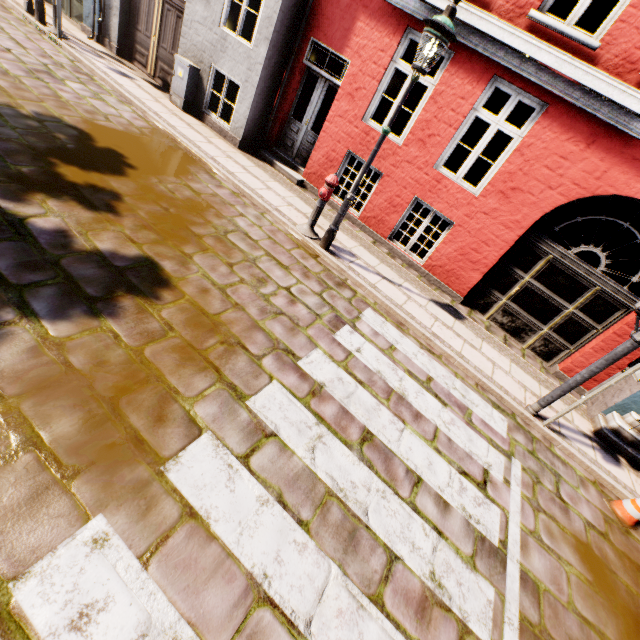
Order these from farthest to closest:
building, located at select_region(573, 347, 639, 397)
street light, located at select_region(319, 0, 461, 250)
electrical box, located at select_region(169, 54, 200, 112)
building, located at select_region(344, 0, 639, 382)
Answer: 1. electrical box, located at select_region(169, 54, 200, 112)
2. building, located at select_region(573, 347, 639, 397)
3. building, located at select_region(344, 0, 639, 382)
4. street light, located at select_region(319, 0, 461, 250)

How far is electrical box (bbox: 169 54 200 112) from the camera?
7.98m

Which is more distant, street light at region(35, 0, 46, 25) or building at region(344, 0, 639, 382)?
street light at region(35, 0, 46, 25)

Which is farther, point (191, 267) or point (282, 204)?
point (282, 204)

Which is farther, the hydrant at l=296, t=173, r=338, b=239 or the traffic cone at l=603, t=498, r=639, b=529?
the hydrant at l=296, t=173, r=338, b=239

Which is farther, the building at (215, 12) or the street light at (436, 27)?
the building at (215, 12)

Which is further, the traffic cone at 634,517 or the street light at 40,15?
A: the street light at 40,15

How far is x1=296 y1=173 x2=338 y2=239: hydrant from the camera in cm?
579
